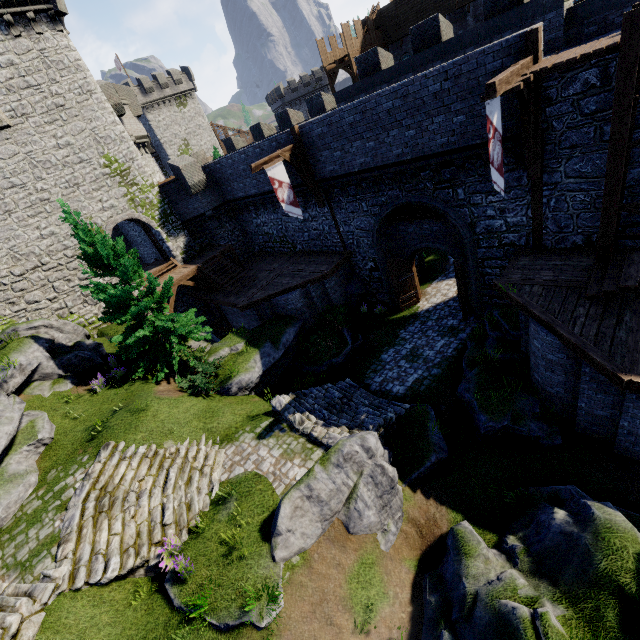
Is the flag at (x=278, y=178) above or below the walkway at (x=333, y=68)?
below

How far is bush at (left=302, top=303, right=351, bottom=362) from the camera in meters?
16.3

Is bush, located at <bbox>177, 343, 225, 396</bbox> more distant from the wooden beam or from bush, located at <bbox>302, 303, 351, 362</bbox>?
the wooden beam

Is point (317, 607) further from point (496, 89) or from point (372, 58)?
point (372, 58)

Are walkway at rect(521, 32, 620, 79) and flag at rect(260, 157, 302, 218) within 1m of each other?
no

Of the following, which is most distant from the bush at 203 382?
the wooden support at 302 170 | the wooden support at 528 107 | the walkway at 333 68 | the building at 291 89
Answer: the building at 291 89

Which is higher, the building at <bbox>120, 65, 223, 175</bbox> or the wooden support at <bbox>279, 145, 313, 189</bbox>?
the building at <bbox>120, 65, 223, 175</bbox>

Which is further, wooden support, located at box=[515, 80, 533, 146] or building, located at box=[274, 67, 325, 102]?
building, located at box=[274, 67, 325, 102]
